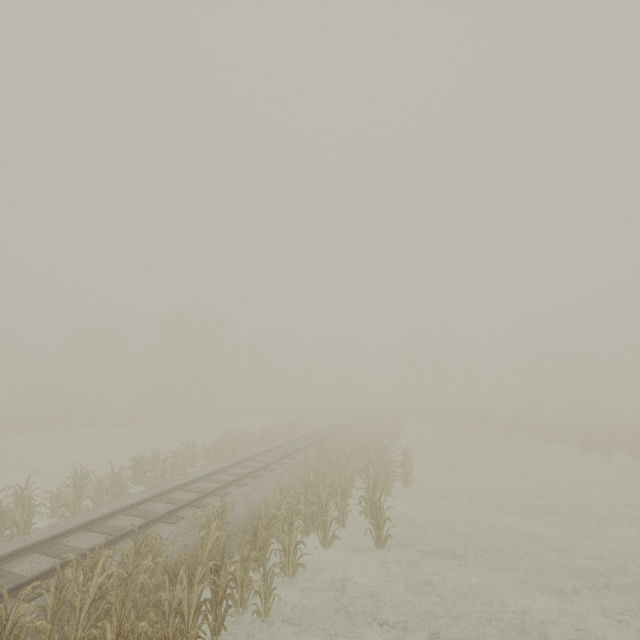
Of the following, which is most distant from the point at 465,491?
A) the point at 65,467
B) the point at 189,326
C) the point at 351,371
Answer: the point at 351,371
